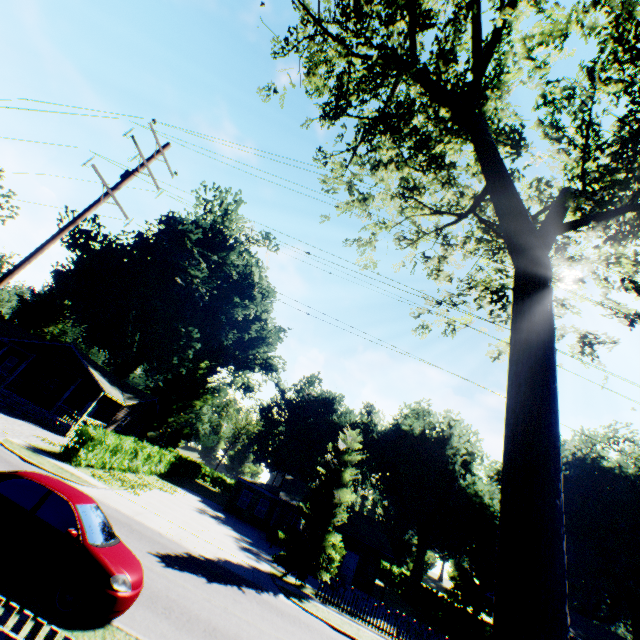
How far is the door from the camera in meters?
28.1

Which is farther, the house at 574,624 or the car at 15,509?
the house at 574,624

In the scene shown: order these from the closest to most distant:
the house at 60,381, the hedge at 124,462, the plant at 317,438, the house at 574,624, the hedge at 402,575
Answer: the hedge at 124,462
the house at 60,381
the house at 574,624
the plant at 317,438
the hedge at 402,575

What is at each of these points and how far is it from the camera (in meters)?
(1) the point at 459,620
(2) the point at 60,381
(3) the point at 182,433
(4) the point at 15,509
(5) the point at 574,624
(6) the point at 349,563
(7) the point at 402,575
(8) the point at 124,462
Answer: (1) hedge, 29.45
(2) house, 33.38
(3) plant, 41.97
(4) car, 6.79
(5) house, 31.36
(6) door, 28.50
(7) hedge, 43.66
(8) hedge, 23.92

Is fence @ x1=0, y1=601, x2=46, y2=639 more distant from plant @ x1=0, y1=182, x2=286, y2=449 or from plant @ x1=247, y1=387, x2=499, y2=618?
plant @ x1=247, y1=387, x2=499, y2=618

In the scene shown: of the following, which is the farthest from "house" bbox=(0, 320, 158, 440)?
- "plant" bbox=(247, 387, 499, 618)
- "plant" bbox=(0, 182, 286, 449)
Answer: "plant" bbox=(0, 182, 286, 449)

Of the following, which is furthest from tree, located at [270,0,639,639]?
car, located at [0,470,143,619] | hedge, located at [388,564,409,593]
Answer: hedge, located at [388,564,409,593]

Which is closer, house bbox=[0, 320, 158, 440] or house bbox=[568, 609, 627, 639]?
house bbox=[0, 320, 158, 440]
